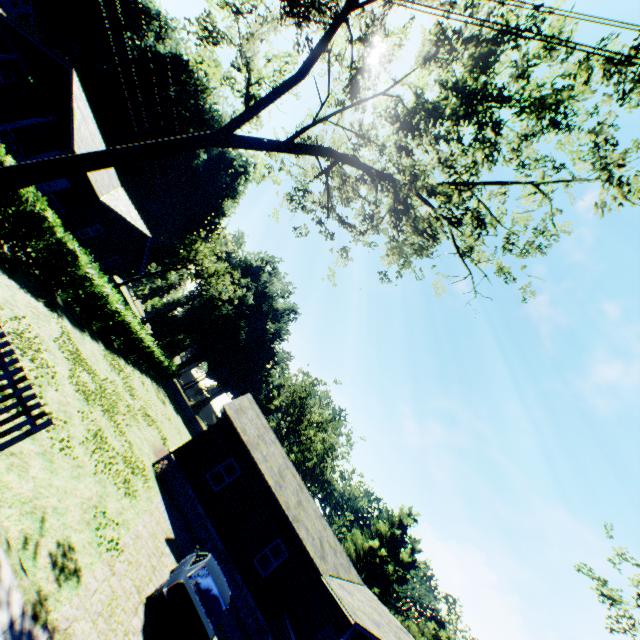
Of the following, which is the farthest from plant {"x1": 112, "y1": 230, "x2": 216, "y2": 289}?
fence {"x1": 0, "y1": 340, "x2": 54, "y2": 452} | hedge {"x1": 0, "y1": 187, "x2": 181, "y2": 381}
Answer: hedge {"x1": 0, "y1": 187, "x2": 181, "y2": 381}

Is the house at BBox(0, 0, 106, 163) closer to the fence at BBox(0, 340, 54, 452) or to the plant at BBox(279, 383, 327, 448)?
the fence at BBox(0, 340, 54, 452)

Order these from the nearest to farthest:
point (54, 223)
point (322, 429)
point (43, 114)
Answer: point (54, 223) < point (43, 114) < point (322, 429)

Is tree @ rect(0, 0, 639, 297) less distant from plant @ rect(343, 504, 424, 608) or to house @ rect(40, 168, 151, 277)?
house @ rect(40, 168, 151, 277)

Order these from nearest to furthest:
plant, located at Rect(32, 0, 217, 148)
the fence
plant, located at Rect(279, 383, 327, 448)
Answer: the fence, plant, located at Rect(32, 0, 217, 148), plant, located at Rect(279, 383, 327, 448)

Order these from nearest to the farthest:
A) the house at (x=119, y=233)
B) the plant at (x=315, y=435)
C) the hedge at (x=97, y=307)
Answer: the hedge at (x=97, y=307)
the house at (x=119, y=233)
the plant at (x=315, y=435)

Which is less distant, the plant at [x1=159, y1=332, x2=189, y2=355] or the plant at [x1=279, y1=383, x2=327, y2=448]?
the plant at [x1=159, y1=332, x2=189, y2=355]

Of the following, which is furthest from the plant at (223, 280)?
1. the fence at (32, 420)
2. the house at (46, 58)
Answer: the fence at (32, 420)
